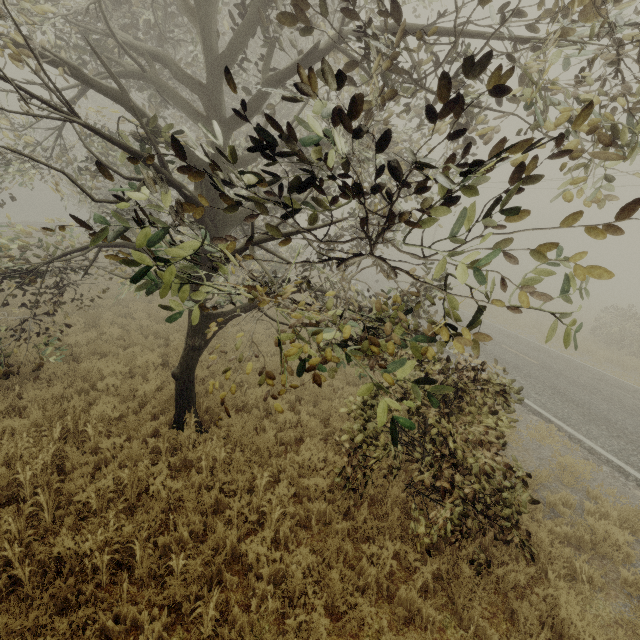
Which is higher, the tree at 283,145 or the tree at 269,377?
the tree at 269,377

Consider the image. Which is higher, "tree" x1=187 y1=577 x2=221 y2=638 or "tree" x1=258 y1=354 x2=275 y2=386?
"tree" x1=258 y1=354 x2=275 y2=386

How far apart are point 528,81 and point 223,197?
4.4m

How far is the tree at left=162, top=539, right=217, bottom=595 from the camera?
3.98m

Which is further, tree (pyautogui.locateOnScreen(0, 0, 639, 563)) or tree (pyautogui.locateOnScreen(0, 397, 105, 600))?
tree (pyautogui.locateOnScreen(0, 397, 105, 600))

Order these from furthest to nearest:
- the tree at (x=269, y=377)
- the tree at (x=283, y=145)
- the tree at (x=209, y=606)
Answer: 1. the tree at (x=209, y=606)
2. the tree at (x=269, y=377)
3. the tree at (x=283, y=145)

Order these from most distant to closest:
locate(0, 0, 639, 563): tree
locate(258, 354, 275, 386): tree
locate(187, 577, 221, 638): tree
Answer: locate(187, 577, 221, 638): tree → locate(258, 354, 275, 386): tree → locate(0, 0, 639, 563): tree
